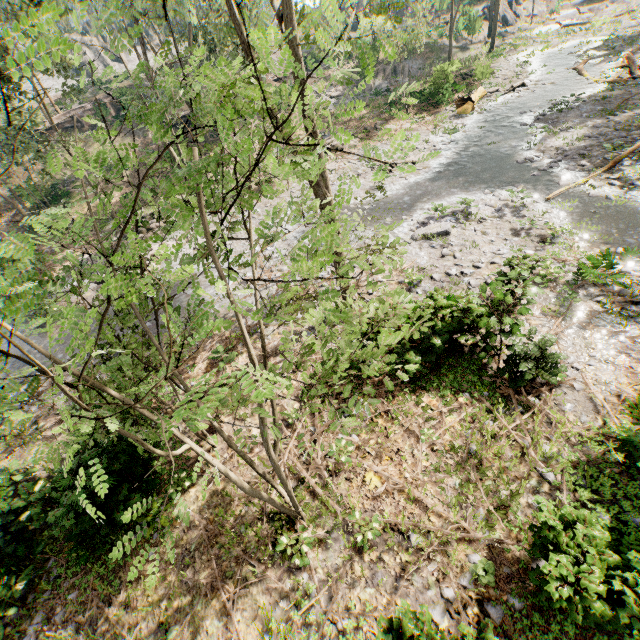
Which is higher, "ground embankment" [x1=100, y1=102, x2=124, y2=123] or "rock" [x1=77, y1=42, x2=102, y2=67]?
"rock" [x1=77, y1=42, x2=102, y2=67]

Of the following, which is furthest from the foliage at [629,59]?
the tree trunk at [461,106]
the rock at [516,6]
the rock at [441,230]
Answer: the rock at [441,230]

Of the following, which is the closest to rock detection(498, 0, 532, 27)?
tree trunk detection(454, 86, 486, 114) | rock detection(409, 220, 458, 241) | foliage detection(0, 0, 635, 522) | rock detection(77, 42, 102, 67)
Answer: foliage detection(0, 0, 635, 522)

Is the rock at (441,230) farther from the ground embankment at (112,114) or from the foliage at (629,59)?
the ground embankment at (112,114)

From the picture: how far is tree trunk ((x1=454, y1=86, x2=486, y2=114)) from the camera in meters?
23.6 m

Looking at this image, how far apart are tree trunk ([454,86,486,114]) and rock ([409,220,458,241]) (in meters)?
14.69

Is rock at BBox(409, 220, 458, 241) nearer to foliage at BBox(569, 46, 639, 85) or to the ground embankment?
foliage at BBox(569, 46, 639, 85)

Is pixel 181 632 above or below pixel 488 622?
below
